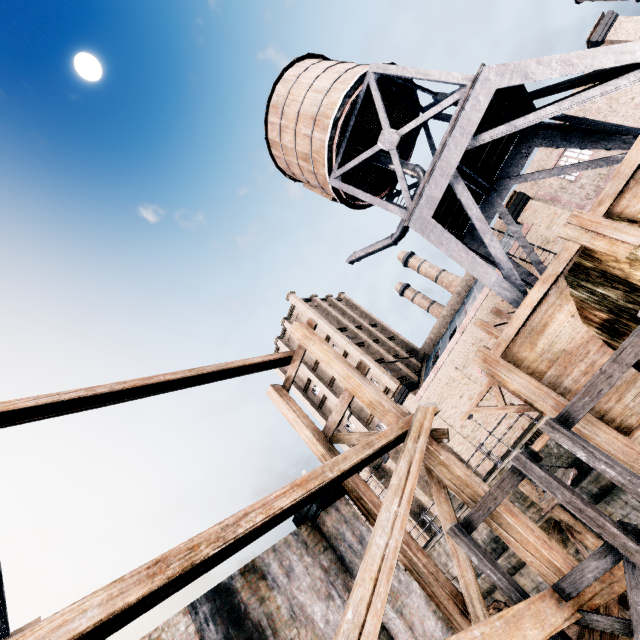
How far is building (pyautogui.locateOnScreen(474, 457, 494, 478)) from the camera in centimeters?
2655cm

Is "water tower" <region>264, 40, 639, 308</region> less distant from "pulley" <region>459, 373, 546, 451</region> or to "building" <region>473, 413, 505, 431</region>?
"pulley" <region>459, 373, 546, 451</region>

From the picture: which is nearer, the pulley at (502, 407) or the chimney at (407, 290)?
the pulley at (502, 407)

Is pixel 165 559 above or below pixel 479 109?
below

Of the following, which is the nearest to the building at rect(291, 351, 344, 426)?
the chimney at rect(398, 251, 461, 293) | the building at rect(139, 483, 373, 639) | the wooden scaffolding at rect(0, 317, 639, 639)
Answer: the chimney at rect(398, 251, 461, 293)

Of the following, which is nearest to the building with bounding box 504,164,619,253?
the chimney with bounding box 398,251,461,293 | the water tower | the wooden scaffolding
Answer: the water tower

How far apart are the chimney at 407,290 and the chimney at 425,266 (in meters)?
2.62

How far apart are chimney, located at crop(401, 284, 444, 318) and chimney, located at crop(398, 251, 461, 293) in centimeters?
262cm
